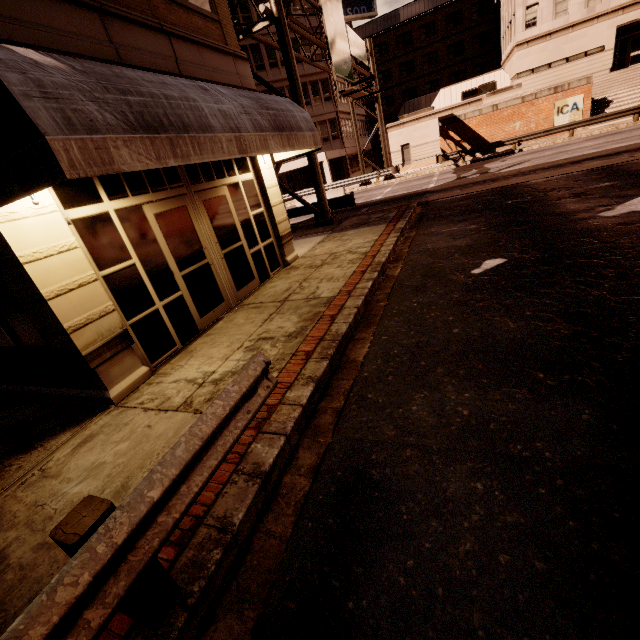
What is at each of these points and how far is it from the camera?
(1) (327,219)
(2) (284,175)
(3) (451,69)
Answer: (1) sign, 14.9 meters
(2) building, 37.8 meters
(3) building, 48.2 meters

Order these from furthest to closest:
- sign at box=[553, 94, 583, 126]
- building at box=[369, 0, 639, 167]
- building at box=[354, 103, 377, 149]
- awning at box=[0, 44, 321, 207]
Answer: building at box=[354, 103, 377, 149], building at box=[369, 0, 639, 167], sign at box=[553, 94, 583, 126], awning at box=[0, 44, 321, 207]

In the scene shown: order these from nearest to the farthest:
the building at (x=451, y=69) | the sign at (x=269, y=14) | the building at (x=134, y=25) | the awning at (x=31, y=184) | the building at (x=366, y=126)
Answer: the awning at (x=31, y=184) < the building at (x=134, y=25) < the sign at (x=269, y=14) < the building at (x=451, y=69) < the building at (x=366, y=126)

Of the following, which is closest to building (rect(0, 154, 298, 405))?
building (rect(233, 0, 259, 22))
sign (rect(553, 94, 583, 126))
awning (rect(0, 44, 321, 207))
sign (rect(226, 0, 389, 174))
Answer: awning (rect(0, 44, 321, 207))

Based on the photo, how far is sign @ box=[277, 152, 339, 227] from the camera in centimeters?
1401cm

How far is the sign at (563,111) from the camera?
23.86m

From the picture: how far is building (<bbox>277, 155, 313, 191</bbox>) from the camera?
33.24m
